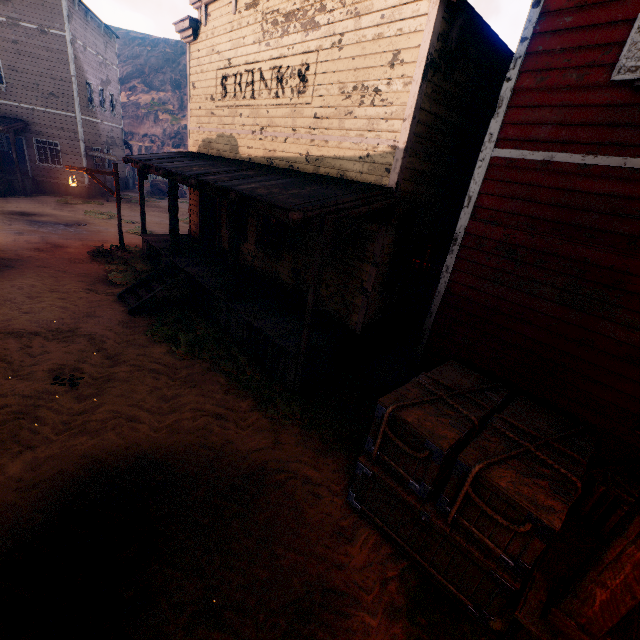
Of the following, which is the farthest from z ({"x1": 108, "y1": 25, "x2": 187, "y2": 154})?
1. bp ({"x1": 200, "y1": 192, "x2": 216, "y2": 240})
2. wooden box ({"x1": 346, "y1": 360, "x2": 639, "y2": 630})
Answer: bp ({"x1": 200, "y1": 192, "x2": 216, "y2": 240})

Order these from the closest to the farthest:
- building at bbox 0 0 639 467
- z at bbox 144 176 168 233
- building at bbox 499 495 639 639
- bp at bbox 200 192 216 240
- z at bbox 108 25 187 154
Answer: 1. building at bbox 499 495 639 639
2. building at bbox 0 0 639 467
3. bp at bbox 200 192 216 240
4. z at bbox 144 176 168 233
5. z at bbox 108 25 187 154

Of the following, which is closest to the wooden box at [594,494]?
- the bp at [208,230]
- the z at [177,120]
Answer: the z at [177,120]

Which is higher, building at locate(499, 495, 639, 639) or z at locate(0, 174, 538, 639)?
building at locate(499, 495, 639, 639)

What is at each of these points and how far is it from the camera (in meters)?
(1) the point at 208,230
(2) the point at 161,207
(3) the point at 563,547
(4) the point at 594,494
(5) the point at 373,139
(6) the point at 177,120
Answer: (1) bp, 13.15
(2) z, 23.75
(3) building, 3.56
(4) wooden box, 3.79
(5) building, 6.41
(6) z, 43.00

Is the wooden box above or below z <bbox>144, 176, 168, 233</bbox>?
above

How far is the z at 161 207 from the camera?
17.91m

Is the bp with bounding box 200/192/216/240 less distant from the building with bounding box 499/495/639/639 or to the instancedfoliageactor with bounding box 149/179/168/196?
the building with bounding box 499/495/639/639
